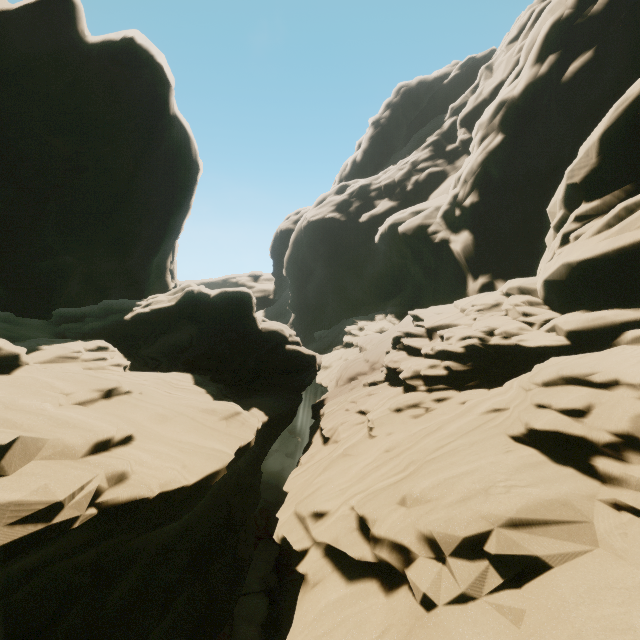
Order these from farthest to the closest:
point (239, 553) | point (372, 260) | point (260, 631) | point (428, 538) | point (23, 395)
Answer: point (372, 260)
point (260, 631)
point (239, 553)
point (23, 395)
point (428, 538)
